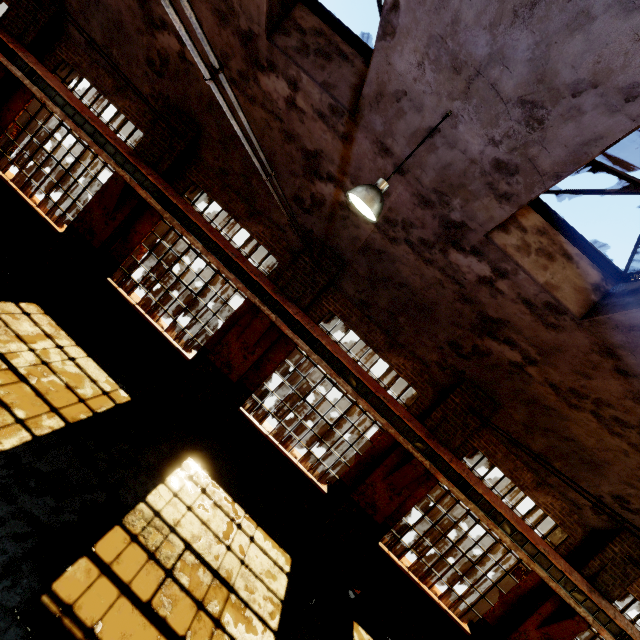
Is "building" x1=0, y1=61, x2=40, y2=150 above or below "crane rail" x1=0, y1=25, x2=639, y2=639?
below

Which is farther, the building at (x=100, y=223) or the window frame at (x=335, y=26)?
the building at (x=100, y=223)

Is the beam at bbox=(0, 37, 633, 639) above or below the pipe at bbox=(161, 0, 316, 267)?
below

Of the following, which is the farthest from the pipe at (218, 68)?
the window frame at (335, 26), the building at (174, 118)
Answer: the window frame at (335, 26)

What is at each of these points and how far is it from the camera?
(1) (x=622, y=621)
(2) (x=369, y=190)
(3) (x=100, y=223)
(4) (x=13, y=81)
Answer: (1) crane rail, 7.29m
(2) hanging light, 4.04m
(3) building, 8.29m
(4) building, 8.66m

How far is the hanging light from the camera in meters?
4.0 m

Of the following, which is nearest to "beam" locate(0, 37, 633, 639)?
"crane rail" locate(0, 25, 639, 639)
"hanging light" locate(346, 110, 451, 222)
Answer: "crane rail" locate(0, 25, 639, 639)

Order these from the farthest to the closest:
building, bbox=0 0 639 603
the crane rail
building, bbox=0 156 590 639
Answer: building, bbox=0 156 590 639 < the crane rail < building, bbox=0 0 639 603
